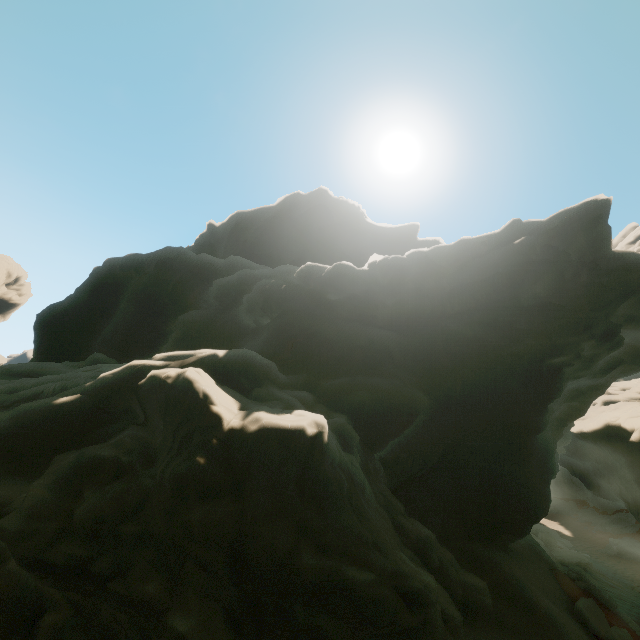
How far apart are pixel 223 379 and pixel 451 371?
10.0 meters

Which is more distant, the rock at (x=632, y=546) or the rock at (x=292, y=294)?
the rock at (x=632, y=546)

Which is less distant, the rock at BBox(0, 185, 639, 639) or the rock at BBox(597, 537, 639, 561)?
the rock at BBox(0, 185, 639, 639)
